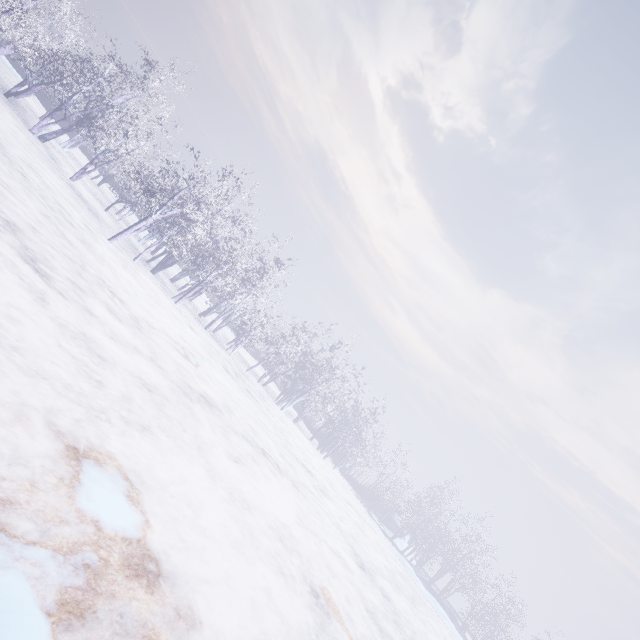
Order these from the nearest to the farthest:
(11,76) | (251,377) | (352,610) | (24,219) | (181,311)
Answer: (24,219) → (352,610) → (181,311) → (11,76) → (251,377)
